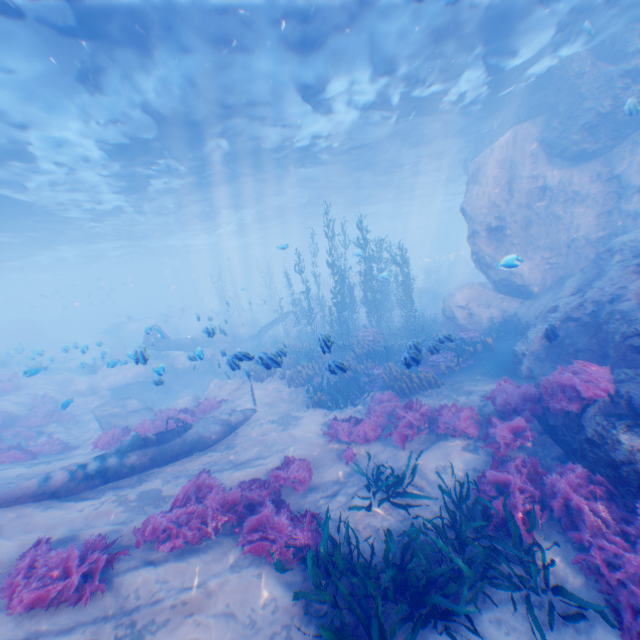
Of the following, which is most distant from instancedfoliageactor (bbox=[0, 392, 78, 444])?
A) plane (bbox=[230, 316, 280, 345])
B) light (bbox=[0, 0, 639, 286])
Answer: light (bbox=[0, 0, 639, 286])

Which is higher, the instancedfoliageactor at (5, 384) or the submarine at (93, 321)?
the submarine at (93, 321)

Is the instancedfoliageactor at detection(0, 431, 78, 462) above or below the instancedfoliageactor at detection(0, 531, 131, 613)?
below

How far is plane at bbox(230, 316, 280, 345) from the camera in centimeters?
2550cm

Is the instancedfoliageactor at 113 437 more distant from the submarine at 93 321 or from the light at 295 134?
the light at 295 134

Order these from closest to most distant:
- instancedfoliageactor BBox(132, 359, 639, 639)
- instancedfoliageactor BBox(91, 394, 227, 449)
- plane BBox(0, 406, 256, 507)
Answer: instancedfoliageactor BBox(132, 359, 639, 639) < plane BBox(0, 406, 256, 507) < instancedfoliageactor BBox(91, 394, 227, 449)

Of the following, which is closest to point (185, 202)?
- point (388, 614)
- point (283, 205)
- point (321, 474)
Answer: point (283, 205)
